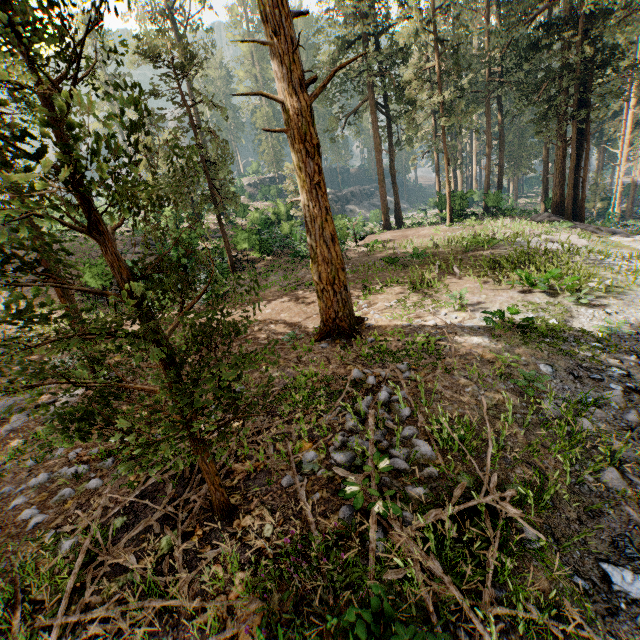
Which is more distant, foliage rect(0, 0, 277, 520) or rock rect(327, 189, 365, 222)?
rock rect(327, 189, 365, 222)

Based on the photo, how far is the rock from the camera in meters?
25.1

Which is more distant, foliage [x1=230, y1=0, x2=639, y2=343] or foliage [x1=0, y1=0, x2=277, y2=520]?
foliage [x1=230, y1=0, x2=639, y2=343]

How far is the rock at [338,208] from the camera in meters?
25.1

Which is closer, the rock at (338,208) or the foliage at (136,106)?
the foliage at (136,106)

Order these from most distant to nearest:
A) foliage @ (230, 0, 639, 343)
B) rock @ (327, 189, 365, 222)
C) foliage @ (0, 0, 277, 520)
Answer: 1. rock @ (327, 189, 365, 222)
2. foliage @ (230, 0, 639, 343)
3. foliage @ (0, 0, 277, 520)

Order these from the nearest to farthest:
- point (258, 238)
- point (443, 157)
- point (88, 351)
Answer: point (88, 351) → point (258, 238) → point (443, 157)
